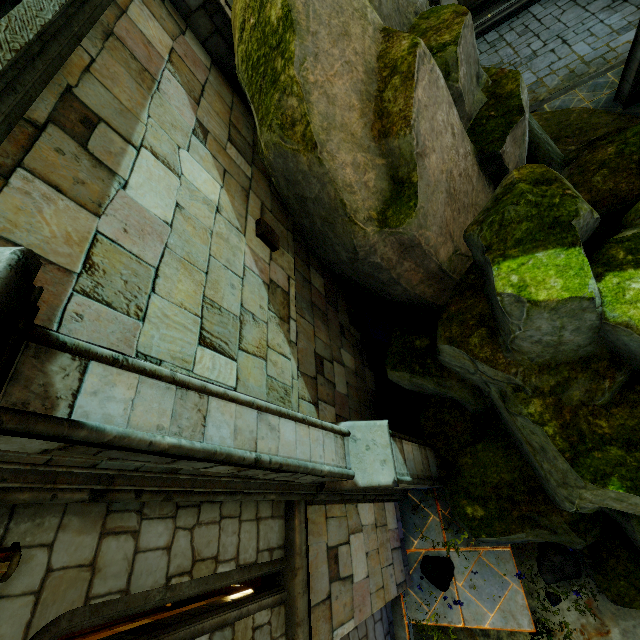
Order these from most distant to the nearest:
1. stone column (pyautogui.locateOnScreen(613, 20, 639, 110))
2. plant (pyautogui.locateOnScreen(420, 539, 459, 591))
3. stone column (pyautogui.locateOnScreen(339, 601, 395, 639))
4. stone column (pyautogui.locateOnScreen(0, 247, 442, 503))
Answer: stone column (pyautogui.locateOnScreen(613, 20, 639, 110))
plant (pyautogui.locateOnScreen(420, 539, 459, 591))
stone column (pyautogui.locateOnScreen(339, 601, 395, 639))
stone column (pyautogui.locateOnScreen(0, 247, 442, 503))

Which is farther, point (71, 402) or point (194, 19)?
point (194, 19)

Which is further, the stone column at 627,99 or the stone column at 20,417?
the stone column at 627,99

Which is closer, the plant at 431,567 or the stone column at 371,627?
the stone column at 371,627

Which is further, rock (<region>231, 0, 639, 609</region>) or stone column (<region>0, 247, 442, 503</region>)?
rock (<region>231, 0, 639, 609</region>)

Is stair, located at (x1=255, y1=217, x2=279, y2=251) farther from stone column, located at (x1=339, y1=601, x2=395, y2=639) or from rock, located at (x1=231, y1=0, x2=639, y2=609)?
stone column, located at (x1=339, y1=601, x2=395, y2=639)

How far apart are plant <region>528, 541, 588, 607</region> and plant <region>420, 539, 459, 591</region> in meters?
1.4 m

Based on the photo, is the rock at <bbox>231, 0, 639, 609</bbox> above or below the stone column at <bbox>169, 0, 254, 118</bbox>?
below
